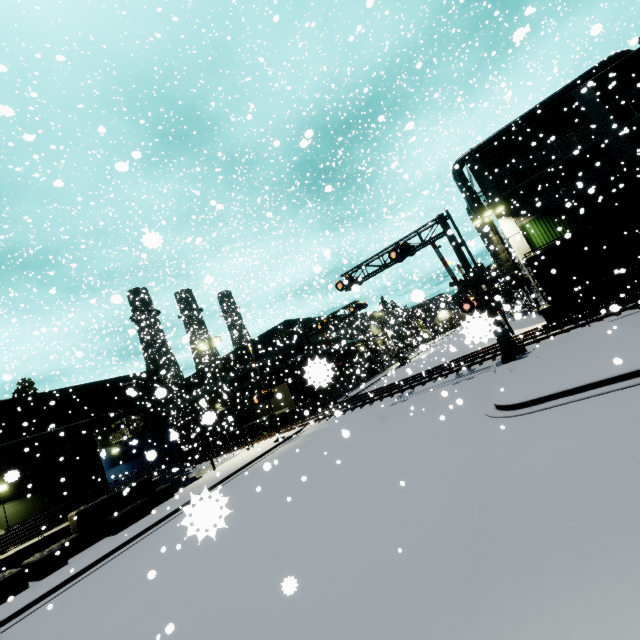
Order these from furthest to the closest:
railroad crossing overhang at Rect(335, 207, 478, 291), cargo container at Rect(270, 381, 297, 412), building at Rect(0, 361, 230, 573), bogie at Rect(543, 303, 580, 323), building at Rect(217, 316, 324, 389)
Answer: building at Rect(217, 316, 324, 389) < cargo container at Rect(270, 381, 297, 412) < bogie at Rect(543, 303, 580, 323) < railroad crossing overhang at Rect(335, 207, 478, 291) < building at Rect(0, 361, 230, 573)

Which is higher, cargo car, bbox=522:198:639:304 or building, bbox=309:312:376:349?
building, bbox=309:312:376:349

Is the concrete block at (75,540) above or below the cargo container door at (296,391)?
below

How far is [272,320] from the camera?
38.7 meters

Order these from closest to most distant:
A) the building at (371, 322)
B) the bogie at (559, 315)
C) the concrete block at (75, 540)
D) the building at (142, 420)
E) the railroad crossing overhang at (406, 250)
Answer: the concrete block at (75, 540), the building at (142, 420), the railroad crossing overhang at (406, 250), the bogie at (559, 315), the building at (371, 322)

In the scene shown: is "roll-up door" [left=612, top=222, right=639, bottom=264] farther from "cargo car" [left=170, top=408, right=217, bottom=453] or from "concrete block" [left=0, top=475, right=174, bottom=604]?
"cargo car" [left=170, top=408, right=217, bottom=453]

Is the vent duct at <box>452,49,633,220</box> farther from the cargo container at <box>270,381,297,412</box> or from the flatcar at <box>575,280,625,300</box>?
the cargo container at <box>270,381,297,412</box>

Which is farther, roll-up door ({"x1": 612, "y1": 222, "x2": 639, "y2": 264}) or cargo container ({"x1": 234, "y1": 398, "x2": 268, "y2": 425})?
cargo container ({"x1": 234, "y1": 398, "x2": 268, "y2": 425})
